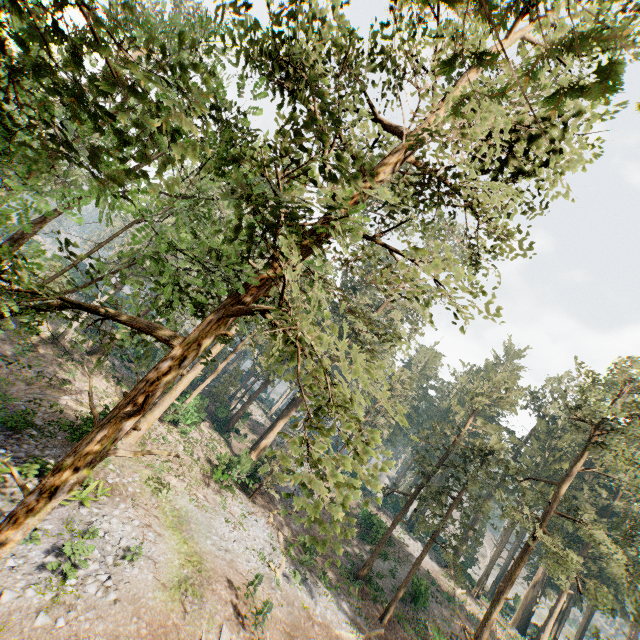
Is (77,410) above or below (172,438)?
below
